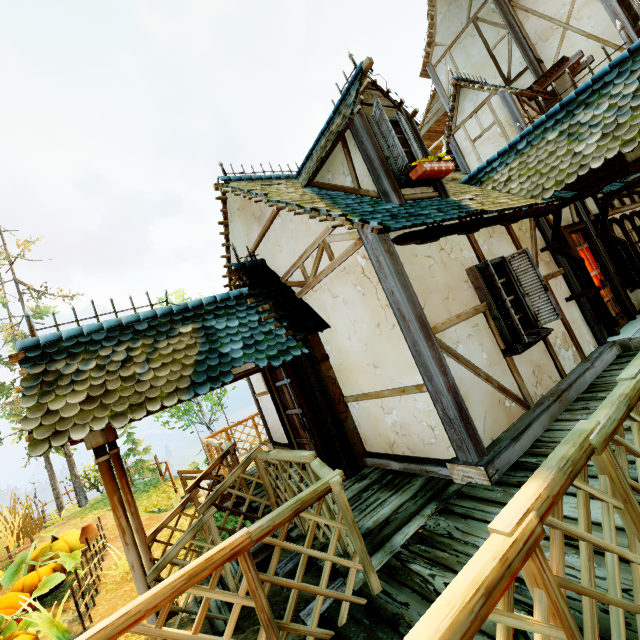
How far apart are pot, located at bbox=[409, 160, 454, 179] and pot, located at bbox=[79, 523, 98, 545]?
9.9 meters

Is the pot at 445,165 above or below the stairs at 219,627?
above

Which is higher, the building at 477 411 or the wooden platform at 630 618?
the building at 477 411

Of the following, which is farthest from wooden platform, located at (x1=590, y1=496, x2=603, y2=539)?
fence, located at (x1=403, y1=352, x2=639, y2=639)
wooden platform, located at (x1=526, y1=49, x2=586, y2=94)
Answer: wooden platform, located at (x1=526, y1=49, x2=586, y2=94)

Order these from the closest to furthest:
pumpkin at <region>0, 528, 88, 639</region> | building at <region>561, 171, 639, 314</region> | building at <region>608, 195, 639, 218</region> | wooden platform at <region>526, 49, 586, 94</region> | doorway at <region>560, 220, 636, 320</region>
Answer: pumpkin at <region>0, 528, 88, 639</region> < doorway at <region>560, 220, 636, 320</region> < building at <region>561, 171, 639, 314</region> < building at <region>608, 195, 639, 218</region> < wooden platform at <region>526, 49, 586, 94</region>

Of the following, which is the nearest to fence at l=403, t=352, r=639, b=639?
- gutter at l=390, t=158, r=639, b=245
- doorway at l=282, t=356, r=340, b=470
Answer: doorway at l=282, t=356, r=340, b=470

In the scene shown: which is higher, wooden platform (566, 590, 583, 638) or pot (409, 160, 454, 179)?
pot (409, 160, 454, 179)

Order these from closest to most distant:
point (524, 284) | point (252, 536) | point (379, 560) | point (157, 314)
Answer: point (252, 536) → point (379, 560) → point (524, 284) → point (157, 314)
